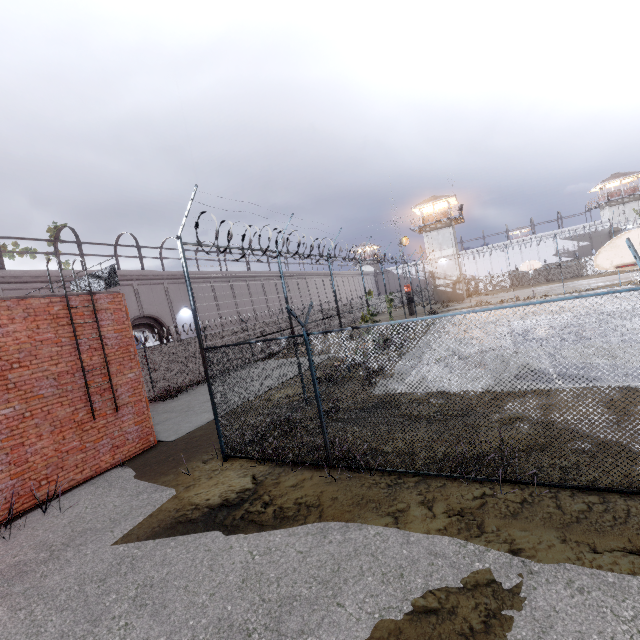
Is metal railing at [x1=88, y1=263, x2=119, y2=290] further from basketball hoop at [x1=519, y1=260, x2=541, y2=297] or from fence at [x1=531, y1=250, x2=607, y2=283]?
basketball hoop at [x1=519, y1=260, x2=541, y2=297]

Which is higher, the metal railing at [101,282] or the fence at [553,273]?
the metal railing at [101,282]

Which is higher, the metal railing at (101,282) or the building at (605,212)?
the building at (605,212)

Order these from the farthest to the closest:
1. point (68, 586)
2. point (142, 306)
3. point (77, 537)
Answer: point (142, 306) → point (77, 537) → point (68, 586)

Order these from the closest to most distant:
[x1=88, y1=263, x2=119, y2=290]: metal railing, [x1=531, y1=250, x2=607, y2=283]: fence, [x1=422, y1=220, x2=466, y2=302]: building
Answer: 1. [x1=88, y1=263, x2=119, y2=290]: metal railing
2. [x1=422, y1=220, x2=466, y2=302]: building
3. [x1=531, y1=250, x2=607, y2=283]: fence

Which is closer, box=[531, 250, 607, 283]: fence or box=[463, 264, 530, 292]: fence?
box=[531, 250, 607, 283]: fence

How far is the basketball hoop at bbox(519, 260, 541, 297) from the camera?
29.58m

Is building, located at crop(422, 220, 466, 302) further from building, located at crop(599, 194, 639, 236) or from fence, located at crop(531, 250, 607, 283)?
building, located at crop(599, 194, 639, 236)
